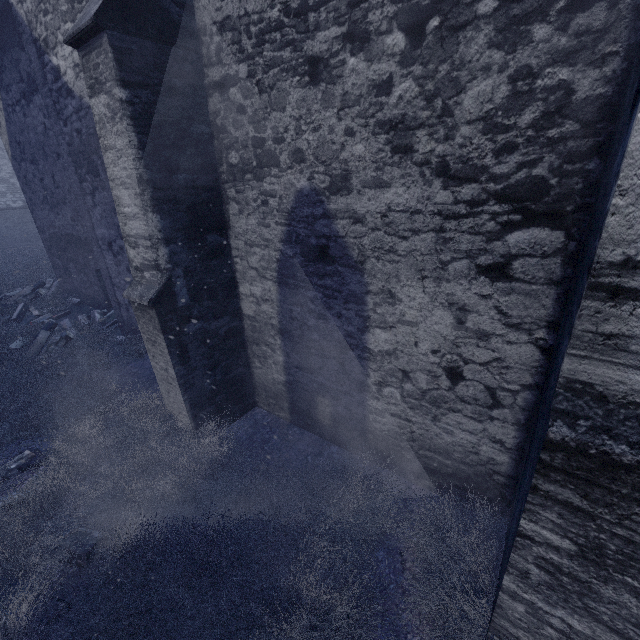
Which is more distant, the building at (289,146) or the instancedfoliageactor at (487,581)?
the instancedfoliageactor at (487,581)

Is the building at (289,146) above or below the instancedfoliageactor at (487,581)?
above

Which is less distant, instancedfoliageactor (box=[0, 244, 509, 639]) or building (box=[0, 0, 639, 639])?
building (box=[0, 0, 639, 639])

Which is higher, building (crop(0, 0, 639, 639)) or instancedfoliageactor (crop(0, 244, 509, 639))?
building (crop(0, 0, 639, 639))

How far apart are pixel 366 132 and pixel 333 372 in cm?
260
